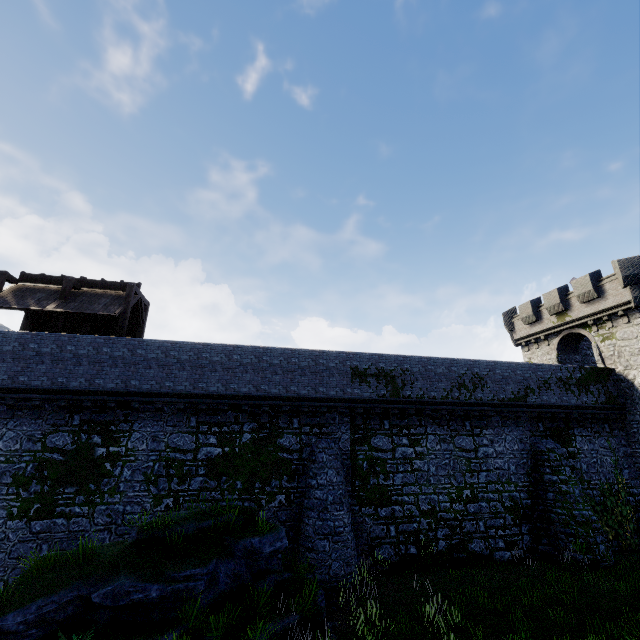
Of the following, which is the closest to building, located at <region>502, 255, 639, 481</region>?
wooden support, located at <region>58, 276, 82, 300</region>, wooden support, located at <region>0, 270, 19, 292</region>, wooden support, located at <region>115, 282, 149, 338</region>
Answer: wooden support, located at <region>115, 282, 149, 338</region>

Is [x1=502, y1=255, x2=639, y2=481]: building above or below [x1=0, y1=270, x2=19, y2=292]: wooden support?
below

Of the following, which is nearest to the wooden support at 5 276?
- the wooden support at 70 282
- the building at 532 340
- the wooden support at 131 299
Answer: the wooden support at 70 282

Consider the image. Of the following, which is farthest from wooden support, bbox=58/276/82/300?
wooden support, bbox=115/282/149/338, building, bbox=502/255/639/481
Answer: building, bbox=502/255/639/481

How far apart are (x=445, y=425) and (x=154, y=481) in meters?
15.0 m

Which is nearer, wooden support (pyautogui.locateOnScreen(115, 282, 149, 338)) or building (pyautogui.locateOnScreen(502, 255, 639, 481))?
wooden support (pyautogui.locateOnScreen(115, 282, 149, 338))

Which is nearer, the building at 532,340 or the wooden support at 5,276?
the wooden support at 5,276

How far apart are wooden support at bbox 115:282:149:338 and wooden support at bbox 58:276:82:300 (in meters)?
2.59
